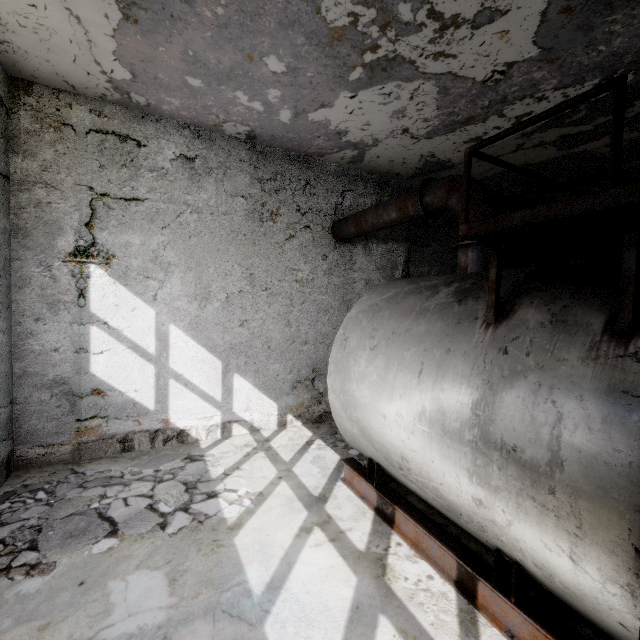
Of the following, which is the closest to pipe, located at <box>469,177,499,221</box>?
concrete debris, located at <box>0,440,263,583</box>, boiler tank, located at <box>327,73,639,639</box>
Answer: boiler tank, located at <box>327,73,639,639</box>

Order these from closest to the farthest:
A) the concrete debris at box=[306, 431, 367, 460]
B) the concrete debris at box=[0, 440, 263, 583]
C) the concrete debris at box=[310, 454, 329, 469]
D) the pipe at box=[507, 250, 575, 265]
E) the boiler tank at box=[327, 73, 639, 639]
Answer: the boiler tank at box=[327, 73, 639, 639] → the concrete debris at box=[0, 440, 263, 583] → the concrete debris at box=[310, 454, 329, 469] → the concrete debris at box=[306, 431, 367, 460] → the pipe at box=[507, 250, 575, 265]

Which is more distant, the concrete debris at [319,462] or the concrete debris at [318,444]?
the concrete debris at [318,444]

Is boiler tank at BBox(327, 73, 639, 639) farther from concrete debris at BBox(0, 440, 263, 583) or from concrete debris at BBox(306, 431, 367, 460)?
concrete debris at BBox(0, 440, 263, 583)

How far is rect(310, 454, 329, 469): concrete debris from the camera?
6.2m

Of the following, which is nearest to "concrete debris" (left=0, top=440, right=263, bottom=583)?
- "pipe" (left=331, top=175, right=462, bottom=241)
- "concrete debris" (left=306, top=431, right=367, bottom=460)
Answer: "concrete debris" (left=306, top=431, right=367, bottom=460)

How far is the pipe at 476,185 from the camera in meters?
4.7 m

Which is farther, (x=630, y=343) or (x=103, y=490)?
(x=103, y=490)
